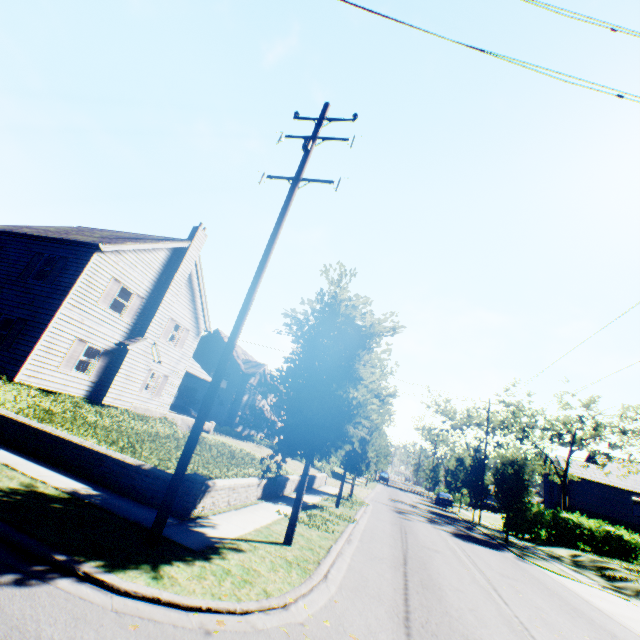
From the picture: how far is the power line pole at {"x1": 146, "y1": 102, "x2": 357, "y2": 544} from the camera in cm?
593

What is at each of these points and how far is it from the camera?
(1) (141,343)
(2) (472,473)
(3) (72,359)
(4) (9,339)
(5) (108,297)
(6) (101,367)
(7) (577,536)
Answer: (1) chimney, 18.5 meters
(2) tree, 33.3 meters
(3) shutter, 15.6 meters
(4) shutter, 14.5 meters
(5) shutter, 16.8 meters
(6) shutter, 17.1 meters
(7) hedge, 29.8 meters

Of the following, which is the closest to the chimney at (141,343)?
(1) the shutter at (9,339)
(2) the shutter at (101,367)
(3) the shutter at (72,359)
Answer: (2) the shutter at (101,367)

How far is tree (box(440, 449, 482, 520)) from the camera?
33.0m

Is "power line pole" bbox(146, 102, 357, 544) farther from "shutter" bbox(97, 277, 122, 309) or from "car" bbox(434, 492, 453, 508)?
"car" bbox(434, 492, 453, 508)

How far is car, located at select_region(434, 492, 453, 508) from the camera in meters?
40.3 m

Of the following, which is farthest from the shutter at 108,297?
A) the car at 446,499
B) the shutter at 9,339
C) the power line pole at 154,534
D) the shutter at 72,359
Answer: the car at 446,499

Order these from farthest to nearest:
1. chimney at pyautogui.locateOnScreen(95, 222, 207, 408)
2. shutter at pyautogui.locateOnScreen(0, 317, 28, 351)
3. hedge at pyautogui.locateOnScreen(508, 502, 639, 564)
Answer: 1. hedge at pyautogui.locateOnScreen(508, 502, 639, 564)
2. chimney at pyautogui.locateOnScreen(95, 222, 207, 408)
3. shutter at pyautogui.locateOnScreen(0, 317, 28, 351)
